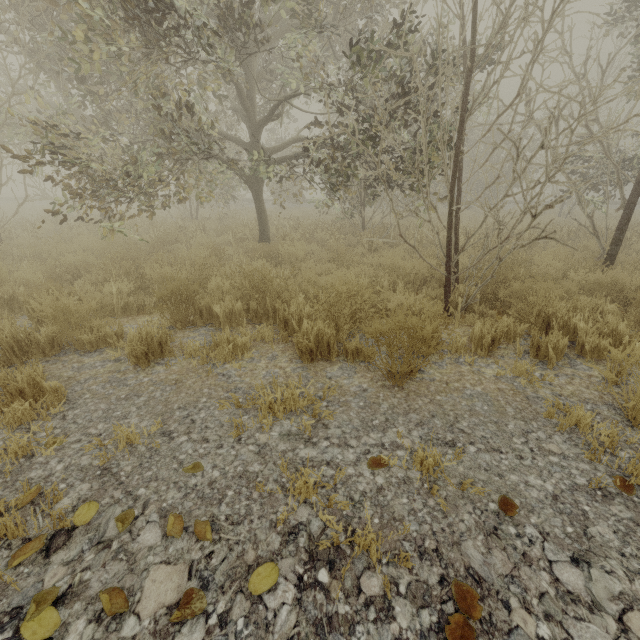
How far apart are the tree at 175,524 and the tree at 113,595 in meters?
0.3

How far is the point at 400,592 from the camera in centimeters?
139cm

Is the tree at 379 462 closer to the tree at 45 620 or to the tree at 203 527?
the tree at 203 527

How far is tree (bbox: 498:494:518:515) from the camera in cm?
171

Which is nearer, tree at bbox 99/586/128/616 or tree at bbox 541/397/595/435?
tree at bbox 99/586/128/616

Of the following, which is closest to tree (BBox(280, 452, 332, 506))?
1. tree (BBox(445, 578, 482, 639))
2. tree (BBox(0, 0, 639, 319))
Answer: tree (BBox(0, 0, 639, 319))

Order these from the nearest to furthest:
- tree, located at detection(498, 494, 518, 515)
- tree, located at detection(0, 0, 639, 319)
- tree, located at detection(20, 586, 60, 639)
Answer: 1. tree, located at detection(20, 586, 60, 639)
2. tree, located at detection(498, 494, 518, 515)
3. tree, located at detection(0, 0, 639, 319)

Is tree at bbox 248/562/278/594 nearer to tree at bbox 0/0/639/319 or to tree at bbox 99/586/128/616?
tree at bbox 0/0/639/319
